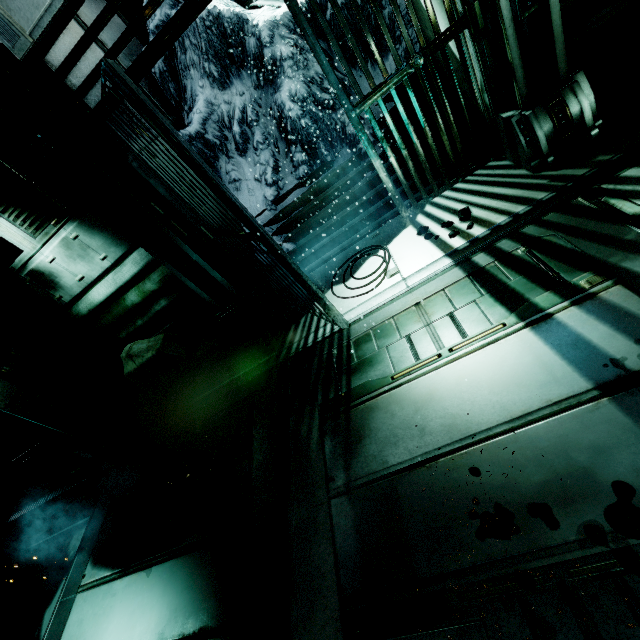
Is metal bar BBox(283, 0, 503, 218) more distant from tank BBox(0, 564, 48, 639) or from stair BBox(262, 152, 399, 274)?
tank BBox(0, 564, 48, 639)

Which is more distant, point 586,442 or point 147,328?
point 147,328

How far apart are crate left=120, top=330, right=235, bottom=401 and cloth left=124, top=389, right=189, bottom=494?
0.0 meters

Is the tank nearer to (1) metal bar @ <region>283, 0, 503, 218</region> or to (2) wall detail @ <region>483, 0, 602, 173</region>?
(1) metal bar @ <region>283, 0, 503, 218</region>

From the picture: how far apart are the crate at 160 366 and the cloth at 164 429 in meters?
0.0

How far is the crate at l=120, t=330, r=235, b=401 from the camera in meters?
4.7 m

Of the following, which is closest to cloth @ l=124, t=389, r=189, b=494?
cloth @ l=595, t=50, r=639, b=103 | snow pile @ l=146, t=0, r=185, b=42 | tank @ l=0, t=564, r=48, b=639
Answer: tank @ l=0, t=564, r=48, b=639

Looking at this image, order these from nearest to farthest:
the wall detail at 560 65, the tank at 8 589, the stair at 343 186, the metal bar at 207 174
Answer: the metal bar at 207 174, the wall detail at 560 65, the tank at 8 589, the stair at 343 186
